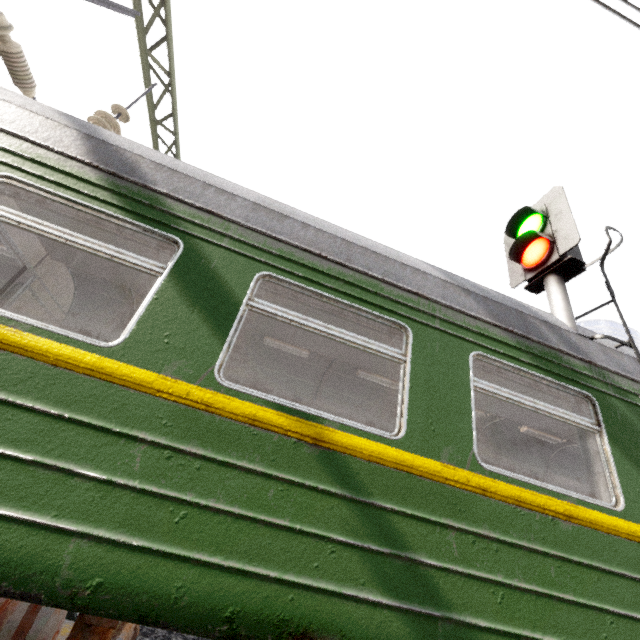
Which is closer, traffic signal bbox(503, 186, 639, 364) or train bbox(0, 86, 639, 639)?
train bbox(0, 86, 639, 639)

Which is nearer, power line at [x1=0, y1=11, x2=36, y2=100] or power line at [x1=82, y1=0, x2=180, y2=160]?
power line at [x1=0, y1=11, x2=36, y2=100]

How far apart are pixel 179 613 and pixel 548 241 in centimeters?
472cm

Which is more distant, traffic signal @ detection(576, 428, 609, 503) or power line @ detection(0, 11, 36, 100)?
power line @ detection(0, 11, 36, 100)

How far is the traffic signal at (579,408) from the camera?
2.9m

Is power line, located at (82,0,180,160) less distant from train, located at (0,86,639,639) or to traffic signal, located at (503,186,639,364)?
train, located at (0,86,639,639)

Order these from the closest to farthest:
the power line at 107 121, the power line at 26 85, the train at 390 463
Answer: the train at 390 463
the power line at 26 85
the power line at 107 121
